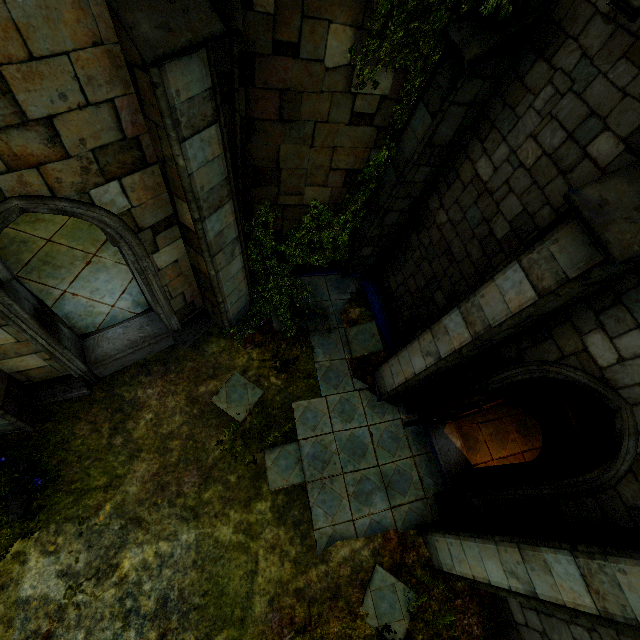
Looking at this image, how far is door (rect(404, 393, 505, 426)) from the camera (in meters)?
5.04

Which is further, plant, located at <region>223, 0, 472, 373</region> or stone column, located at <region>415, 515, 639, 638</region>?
plant, located at <region>223, 0, 472, 373</region>

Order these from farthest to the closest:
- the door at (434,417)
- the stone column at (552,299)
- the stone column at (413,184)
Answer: the door at (434,417), the stone column at (413,184), the stone column at (552,299)

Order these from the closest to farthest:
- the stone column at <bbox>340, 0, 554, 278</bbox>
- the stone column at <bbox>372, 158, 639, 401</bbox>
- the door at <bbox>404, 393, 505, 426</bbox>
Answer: the stone column at <bbox>372, 158, 639, 401</bbox> < the stone column at <bbox>340, 0, 554, 278</bbox> < the door at <bbox>404, 393, 505, 426</bbox>

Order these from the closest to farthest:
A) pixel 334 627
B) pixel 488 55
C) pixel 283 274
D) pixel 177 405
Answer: pixel 488 55 → pixel 334 627 → pixel 177 405 → pixel 283 274

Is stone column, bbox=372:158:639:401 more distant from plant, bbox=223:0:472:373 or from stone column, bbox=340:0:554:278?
stone column, bbox=340:0:554:278

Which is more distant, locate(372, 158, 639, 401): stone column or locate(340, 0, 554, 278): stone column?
locate(340, 0, 554, 278): stone column

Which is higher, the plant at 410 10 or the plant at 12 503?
A: the plant at 410 10
